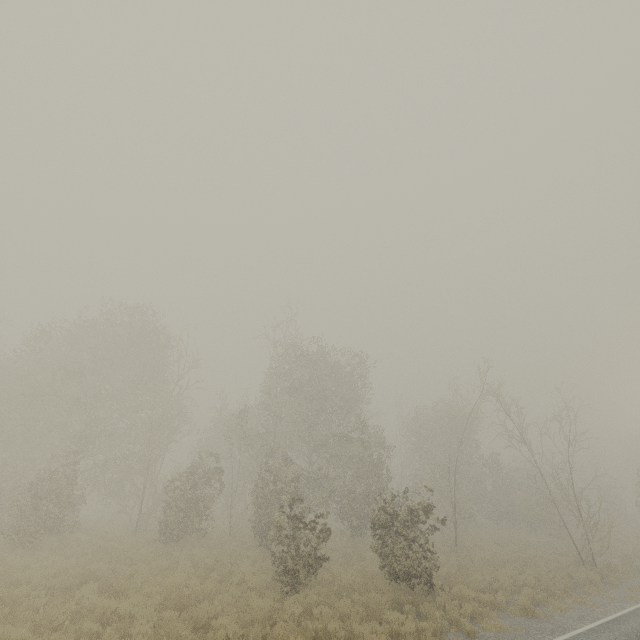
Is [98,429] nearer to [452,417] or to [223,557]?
[223,557]
